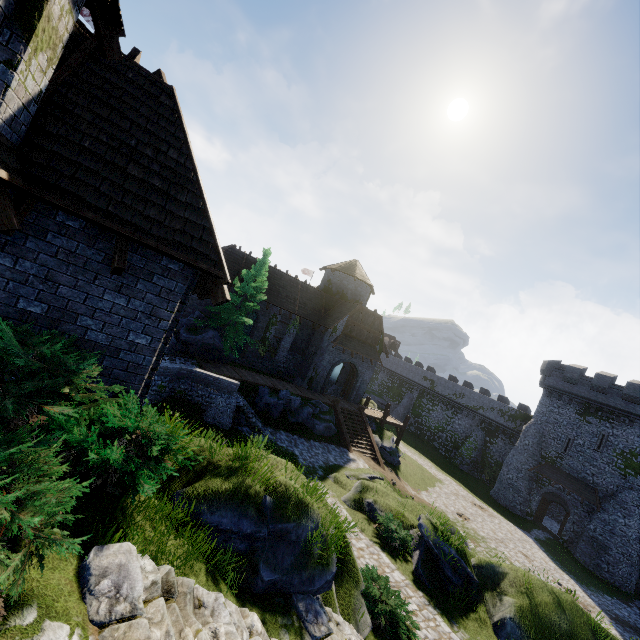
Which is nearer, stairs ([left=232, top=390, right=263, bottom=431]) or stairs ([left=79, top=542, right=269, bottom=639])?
stairs ([left=79, top=542, right=269, bottom=639])

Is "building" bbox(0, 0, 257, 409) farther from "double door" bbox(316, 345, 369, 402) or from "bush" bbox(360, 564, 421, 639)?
"double door" bbox(316, 345, 369, 402)

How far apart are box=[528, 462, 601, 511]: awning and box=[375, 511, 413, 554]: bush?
26.1m

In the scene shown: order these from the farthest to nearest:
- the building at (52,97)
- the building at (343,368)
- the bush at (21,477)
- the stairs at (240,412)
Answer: the building at (343,368) < the stairs at (240,412) < the building at (52,97) < the bush at (21,477)

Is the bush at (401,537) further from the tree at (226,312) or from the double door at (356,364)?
the double door at (356,364)

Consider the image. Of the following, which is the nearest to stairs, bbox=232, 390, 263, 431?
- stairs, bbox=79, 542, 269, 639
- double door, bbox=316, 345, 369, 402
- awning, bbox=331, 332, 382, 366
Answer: double door, bbox=316, 345, 369, 402

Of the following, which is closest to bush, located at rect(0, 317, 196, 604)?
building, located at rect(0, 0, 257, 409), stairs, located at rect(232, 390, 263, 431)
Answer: building, located at rect(0, 0, 257, 409)

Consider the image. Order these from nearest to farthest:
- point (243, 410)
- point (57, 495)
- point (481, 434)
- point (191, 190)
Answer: point (57, 495) → point (191, 190) → point (243, 410) → point (481, 434)
